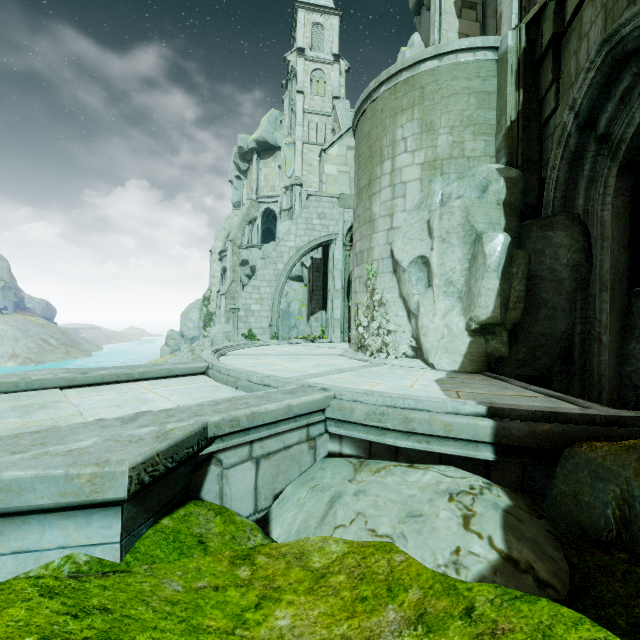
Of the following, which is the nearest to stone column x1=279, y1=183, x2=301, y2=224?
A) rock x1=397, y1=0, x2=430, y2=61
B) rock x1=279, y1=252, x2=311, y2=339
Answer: rock x1=279, y1=252, x2=311, y2=339

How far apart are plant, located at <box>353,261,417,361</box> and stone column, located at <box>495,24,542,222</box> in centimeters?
321cm

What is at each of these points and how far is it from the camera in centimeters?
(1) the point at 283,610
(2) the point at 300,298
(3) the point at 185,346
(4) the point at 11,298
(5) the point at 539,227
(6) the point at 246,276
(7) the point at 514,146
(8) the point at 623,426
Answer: (1) rock, 171cm
(2) rock, 3278cm
(3) rock, 4316cm
(4) rock, 4581cm
(5) rock, 659cm
(6) rock, 3903cm
(7) stone column, 729cm
(8) building, 325cm

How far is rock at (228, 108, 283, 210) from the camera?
40.3 meters

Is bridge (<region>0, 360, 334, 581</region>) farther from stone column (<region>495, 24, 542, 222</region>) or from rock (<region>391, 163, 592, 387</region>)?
stone column (<region>495, 24, 542, 222</region>)

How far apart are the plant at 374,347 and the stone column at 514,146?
3.2m

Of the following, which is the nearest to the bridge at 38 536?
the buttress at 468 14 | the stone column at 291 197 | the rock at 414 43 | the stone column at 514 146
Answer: the rock at 414 43
